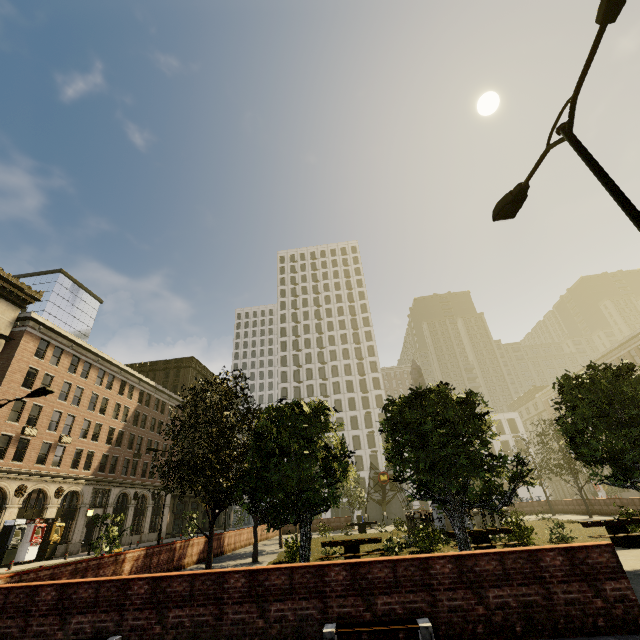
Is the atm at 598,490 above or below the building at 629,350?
below

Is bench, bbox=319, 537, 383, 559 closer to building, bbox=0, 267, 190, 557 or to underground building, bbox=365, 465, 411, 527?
building, bbox=0, 267, 190, 557

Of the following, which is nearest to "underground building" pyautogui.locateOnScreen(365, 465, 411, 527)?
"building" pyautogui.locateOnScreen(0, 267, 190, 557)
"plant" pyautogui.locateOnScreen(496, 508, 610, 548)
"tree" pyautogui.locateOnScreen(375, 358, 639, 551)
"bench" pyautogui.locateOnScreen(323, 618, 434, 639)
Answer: "tree" pyautogui.locateOnScreen(375, 358, 639, 551)

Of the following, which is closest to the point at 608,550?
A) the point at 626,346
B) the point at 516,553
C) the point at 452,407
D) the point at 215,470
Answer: the point at 516,553

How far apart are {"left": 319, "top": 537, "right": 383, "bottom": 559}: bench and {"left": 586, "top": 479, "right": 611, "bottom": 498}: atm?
61.3 meters

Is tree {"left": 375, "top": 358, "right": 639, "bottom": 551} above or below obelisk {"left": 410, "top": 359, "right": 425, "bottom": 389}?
below

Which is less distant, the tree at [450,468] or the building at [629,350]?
the tree at [450,468]

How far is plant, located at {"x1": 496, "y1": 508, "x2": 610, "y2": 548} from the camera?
14.19m
